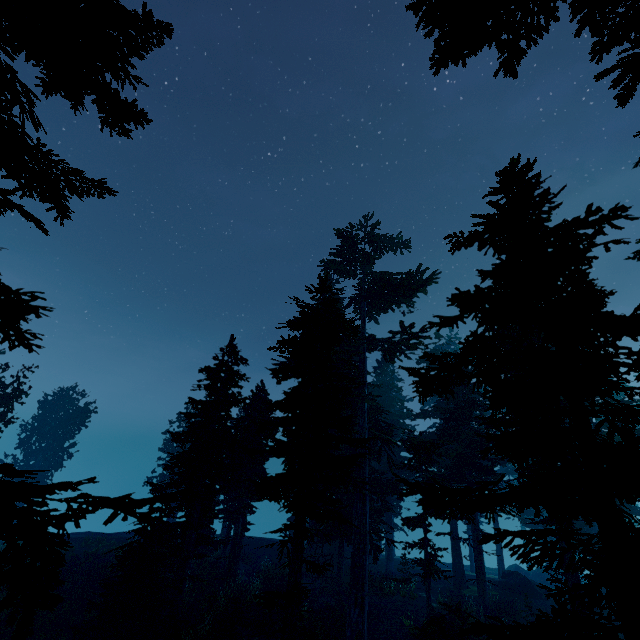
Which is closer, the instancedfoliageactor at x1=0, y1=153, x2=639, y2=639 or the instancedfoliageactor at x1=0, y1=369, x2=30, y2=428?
the instancedfoliageactor at x1=0, y1=153, x2=639, y2=639

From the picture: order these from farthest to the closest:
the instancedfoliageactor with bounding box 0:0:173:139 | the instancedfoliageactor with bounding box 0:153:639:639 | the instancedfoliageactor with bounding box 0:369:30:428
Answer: the instancedfoliageactor with bounding box 0:369:30:428 → the instancedfoliageactor with bounding box 0:153:639:639 → the instancedfoliageactor with bounding box 0:0:173:139

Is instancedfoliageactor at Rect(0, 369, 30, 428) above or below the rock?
above

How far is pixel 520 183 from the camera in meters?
7.9 m

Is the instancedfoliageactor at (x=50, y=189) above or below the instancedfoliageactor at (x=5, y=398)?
below

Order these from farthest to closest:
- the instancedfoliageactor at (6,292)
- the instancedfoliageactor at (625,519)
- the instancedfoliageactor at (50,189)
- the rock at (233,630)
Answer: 1. the rock at (233,630)
2. the instancedfoliageactor at (625,519)
3. the instancedfoliageactor at (6,292)
4. the instancedfoliageactor at (50,189)

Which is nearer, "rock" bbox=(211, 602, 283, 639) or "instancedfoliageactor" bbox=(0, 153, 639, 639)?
"instancedfoliageactor" bbox=(0, 153, 639, 639)
